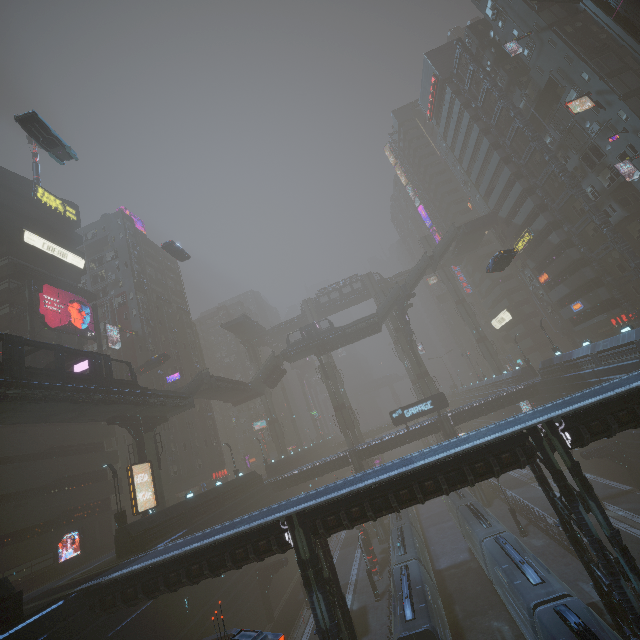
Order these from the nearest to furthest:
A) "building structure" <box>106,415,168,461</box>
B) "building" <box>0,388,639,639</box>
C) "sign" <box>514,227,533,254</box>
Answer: "building" <box>0,388,639,639</box>, "building structure" <box>106,415,168,461</box>, "sign" <box>514,227,533,254</box>

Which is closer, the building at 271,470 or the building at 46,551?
the building at 46,551

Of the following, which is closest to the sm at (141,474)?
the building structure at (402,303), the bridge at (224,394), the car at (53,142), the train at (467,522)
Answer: the car at (53,142)

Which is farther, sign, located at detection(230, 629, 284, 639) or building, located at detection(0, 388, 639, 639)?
→ building, located at detection(0, 388, 639, 639)

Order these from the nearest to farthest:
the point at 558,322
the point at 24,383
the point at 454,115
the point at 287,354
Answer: the point at 24,383 → the point at 558,322 → the point at 454,115 → the point at 287,354

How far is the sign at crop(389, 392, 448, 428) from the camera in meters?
42.3

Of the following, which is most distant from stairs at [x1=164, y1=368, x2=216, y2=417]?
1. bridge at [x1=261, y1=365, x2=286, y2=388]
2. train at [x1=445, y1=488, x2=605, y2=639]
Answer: train at [x1=445, y1=488, x2=605, y2=639]

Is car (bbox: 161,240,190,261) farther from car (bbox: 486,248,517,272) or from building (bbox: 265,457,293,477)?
car (bbox: 486,248,517,272)
